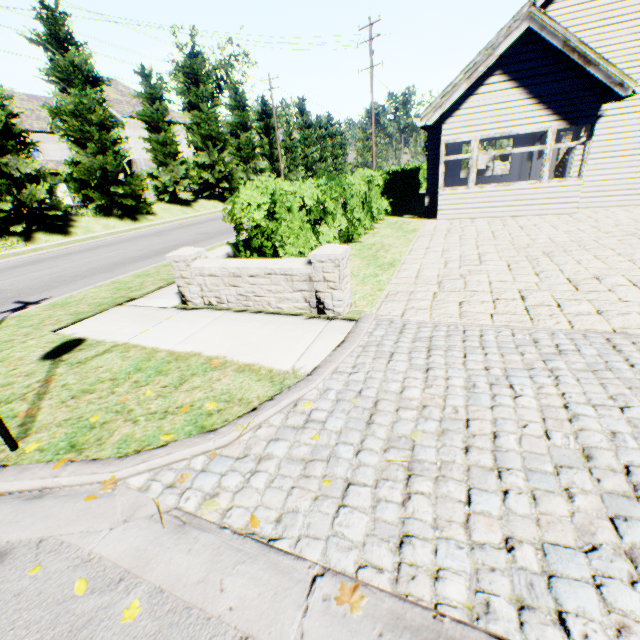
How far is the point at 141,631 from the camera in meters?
1.5

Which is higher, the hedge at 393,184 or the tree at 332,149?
the tree at 332,149

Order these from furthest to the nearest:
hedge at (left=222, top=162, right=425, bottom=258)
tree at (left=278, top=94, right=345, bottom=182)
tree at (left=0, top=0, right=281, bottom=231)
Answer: tree at (left=278, top=94, right=345, bottom=182)
tree at (left=0, top=0, right=281, bottom=231)
hedge at (left=222, top=162, right=425, bottom=258)

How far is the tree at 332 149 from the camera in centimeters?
4253cm

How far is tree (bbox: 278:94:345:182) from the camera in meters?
42.5

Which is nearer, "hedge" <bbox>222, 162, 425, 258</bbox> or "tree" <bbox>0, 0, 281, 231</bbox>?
"hedge" <bbox>222, 162, 425, 258</bbox>

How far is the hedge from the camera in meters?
5.3
